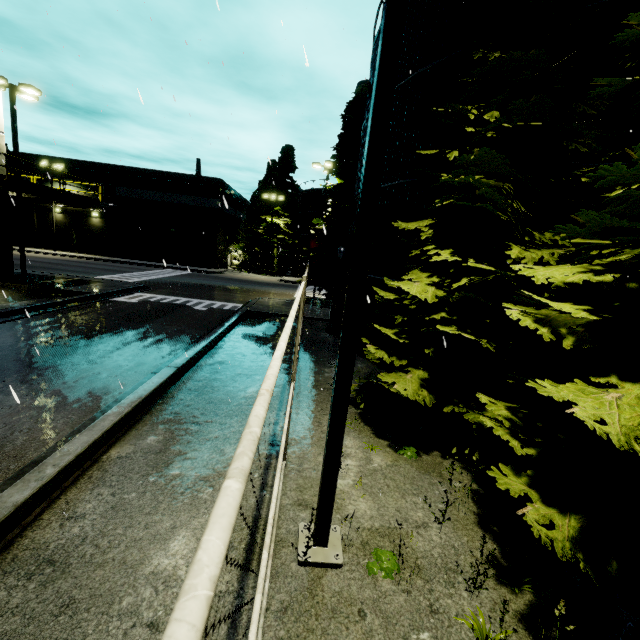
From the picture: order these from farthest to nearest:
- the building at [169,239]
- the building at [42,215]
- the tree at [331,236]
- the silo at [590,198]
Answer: the building at [42,215] → the building at [169,239] → the tree at [331,236] → the silo at [590,198]

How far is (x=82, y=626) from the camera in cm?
300

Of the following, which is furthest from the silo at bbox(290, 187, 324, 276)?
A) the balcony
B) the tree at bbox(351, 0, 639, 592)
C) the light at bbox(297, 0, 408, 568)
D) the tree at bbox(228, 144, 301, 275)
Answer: the balcony

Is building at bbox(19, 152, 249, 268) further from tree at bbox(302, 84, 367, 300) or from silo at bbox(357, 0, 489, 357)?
tree at bbox(302, 84, 367, 300)

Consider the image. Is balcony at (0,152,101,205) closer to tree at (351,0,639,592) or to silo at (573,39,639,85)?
silo at (573,39,639,85)

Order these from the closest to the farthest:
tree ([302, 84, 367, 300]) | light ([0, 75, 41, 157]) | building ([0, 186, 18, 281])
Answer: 1. light ([0, 75, 41, 157])
2. building ([0, 186, 18, 281])
3. tree ([302, 84, 367, 300])

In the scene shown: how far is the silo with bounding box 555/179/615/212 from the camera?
6.8m

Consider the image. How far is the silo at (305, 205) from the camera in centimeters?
4336cm
